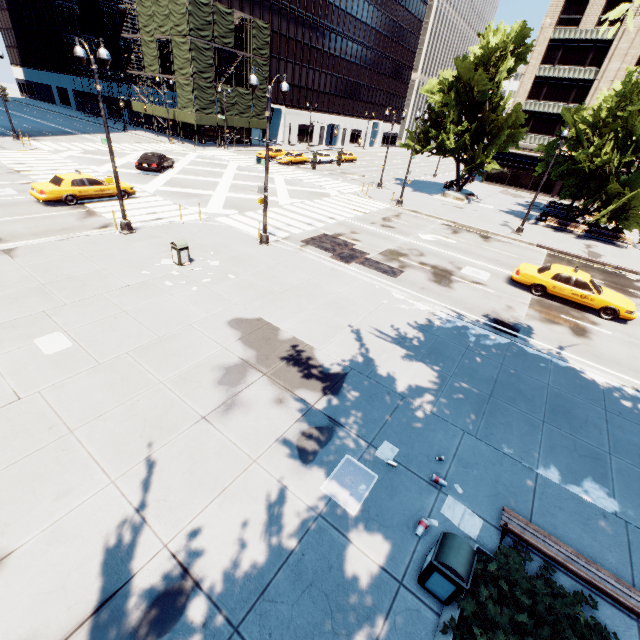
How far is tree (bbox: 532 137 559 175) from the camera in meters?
27.1 m

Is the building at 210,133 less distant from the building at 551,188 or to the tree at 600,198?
the tree at 600,198

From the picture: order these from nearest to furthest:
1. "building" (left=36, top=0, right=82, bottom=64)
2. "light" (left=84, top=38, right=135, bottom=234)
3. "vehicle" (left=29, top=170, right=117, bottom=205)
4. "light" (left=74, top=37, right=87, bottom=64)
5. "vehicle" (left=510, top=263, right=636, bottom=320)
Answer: "light" (left=84, top=38, right=135, bottom=234), "light" (left=74, top=37, right=87, bottom=64), "vehicle" (left=510, top=263, right=636, bottom=320), "vehicle" (left=29, top=170, right=117, bottom=205), "building" (left=36, top=0, right=82, bottom=64)

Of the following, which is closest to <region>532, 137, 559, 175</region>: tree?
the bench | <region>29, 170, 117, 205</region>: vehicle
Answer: the bench

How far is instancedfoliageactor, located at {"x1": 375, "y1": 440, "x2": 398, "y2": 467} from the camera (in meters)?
6.99

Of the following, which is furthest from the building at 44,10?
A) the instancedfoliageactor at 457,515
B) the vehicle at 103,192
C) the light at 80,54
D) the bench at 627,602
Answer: the bench at 627,602

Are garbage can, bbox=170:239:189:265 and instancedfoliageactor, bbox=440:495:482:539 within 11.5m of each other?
no

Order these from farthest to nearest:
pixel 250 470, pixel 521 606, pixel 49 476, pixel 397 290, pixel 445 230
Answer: pixel 445 230 → pixel 397 290 → pixel 250 470 → pixel 49 476 → pixel 521 606
